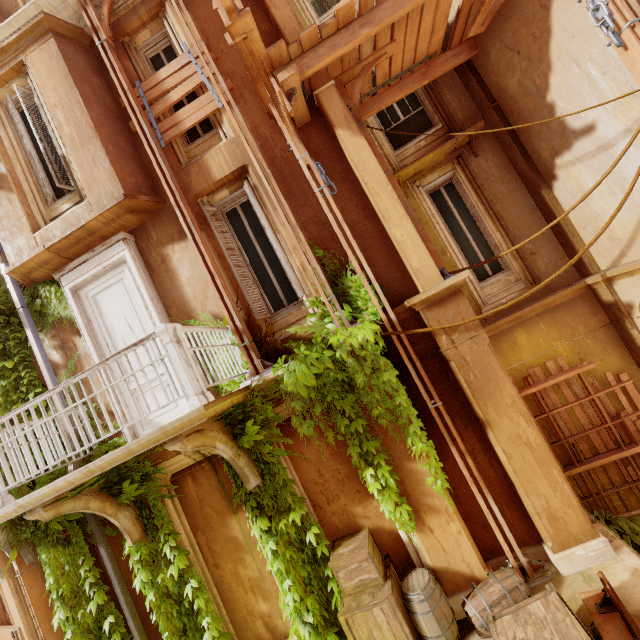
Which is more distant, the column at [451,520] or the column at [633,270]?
the column at [633,270]

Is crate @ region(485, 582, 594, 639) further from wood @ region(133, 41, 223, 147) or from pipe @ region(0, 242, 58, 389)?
wood @ region(133, 41, 223, 147)

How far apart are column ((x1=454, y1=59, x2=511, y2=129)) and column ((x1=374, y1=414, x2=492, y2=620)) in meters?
4.4

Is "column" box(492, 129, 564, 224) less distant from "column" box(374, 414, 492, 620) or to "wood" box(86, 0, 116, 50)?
"column" box(374, 414, 492, 620)

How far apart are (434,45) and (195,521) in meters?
9.9 m

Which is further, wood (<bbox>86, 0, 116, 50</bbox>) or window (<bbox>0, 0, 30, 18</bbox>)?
window (<bbox>0, 0, 30, 18</bbox>)

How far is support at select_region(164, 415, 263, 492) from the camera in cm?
405

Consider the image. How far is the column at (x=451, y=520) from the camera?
4.7m
